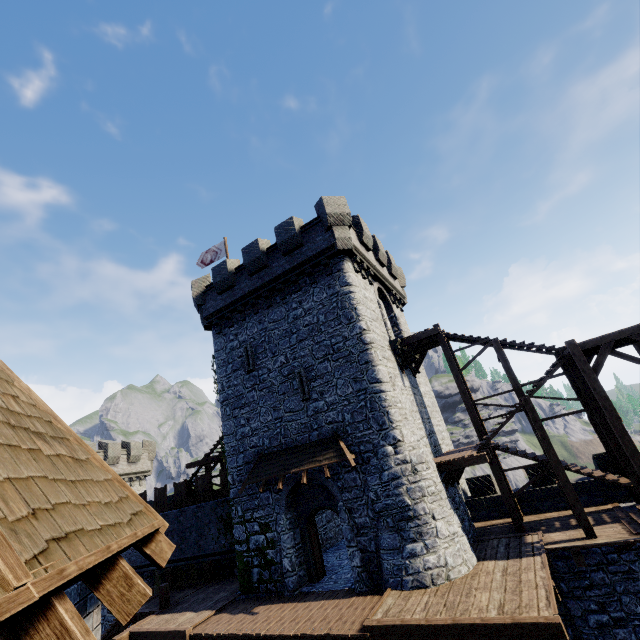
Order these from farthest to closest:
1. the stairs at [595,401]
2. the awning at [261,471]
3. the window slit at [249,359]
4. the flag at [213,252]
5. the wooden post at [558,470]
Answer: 1. the flag at [213,252]
2. the window slit at [249,359]
3. the awning at [261,471]
4. the stairs at [595,401]
5. the wooden post at [558,470]

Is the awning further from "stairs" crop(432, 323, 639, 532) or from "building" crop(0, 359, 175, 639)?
"building" crop(0, 359, 175, 639)

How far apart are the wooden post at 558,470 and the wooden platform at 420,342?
5.68m

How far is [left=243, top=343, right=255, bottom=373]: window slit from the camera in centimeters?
1756cm

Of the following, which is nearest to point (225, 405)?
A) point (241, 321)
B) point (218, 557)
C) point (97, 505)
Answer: point (241, 321)

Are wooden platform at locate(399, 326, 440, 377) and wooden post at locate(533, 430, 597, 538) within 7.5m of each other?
yes

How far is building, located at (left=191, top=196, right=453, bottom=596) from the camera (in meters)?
13.59

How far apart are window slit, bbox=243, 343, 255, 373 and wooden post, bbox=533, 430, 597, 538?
13.15m
